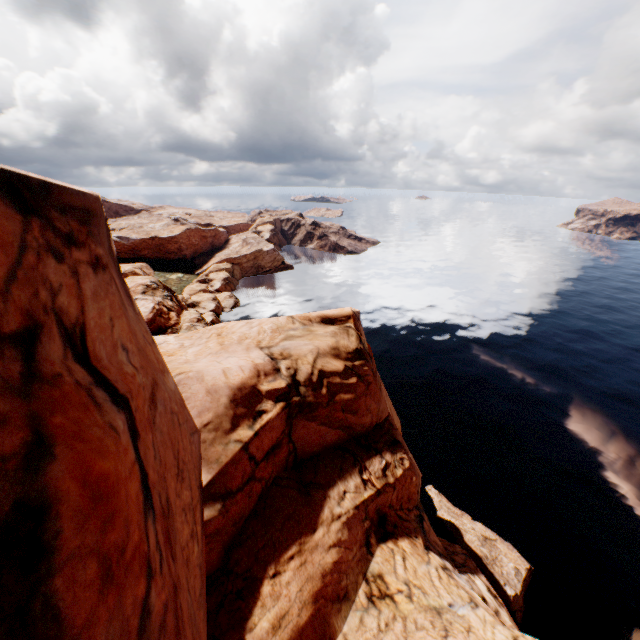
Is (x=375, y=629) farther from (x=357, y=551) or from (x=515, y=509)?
(x=515, y=509)
